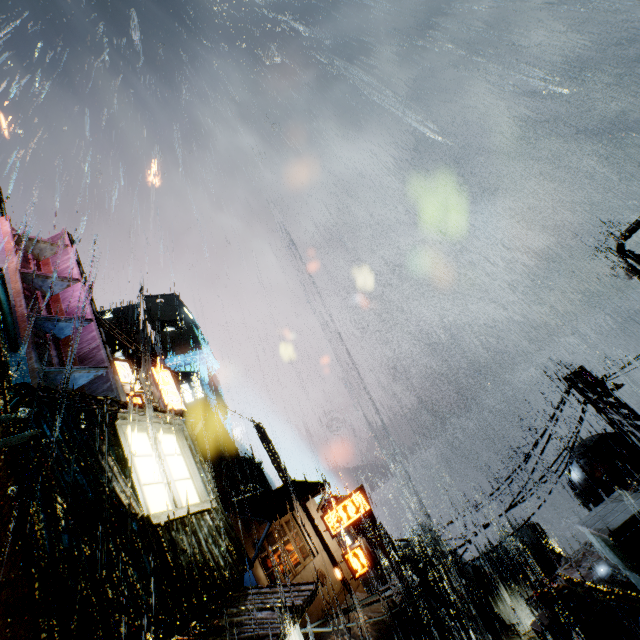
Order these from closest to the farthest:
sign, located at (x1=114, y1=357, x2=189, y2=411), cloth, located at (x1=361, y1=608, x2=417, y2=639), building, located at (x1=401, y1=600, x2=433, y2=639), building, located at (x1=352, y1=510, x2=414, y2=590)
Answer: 1. sign, located at (x1=114, y1=357, x2=189, y2=411)
2. cloth, located at (x1=361, y1=608, x2=417, y2=639)
3. building, located at (x1=401, y1=600, x2=433, y2=639)
4. building, located at (x1=352, y1=510, x2=414, y2=590)

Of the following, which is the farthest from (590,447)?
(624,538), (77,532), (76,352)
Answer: (76,352)

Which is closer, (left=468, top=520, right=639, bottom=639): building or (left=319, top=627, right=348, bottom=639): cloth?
(left=468, top=520, right=639, bottom=639): building

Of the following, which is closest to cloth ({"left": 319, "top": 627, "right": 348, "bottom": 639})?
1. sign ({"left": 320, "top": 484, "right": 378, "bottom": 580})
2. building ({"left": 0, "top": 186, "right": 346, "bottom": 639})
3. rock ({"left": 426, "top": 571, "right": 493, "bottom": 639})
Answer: building ({"left": 0, "top": 186, "right": 346, "bottom": 639})

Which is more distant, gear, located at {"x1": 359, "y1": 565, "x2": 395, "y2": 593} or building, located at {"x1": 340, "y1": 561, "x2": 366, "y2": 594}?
gear, located at {"x1": 359, "y1": 565, "x2": 395, "y2": 593}

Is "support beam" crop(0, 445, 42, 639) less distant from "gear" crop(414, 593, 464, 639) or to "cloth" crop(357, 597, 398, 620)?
"cloth" crop(357, 597, 398, 620)

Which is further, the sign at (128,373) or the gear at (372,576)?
the gear at (372,576)

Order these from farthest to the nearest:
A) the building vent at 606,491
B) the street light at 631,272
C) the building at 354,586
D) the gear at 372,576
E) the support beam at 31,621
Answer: the gear at 372,576 → the building at 354,586 → the building vent at 606,491 → the street light at 631,272 → the support beam at 31,621
